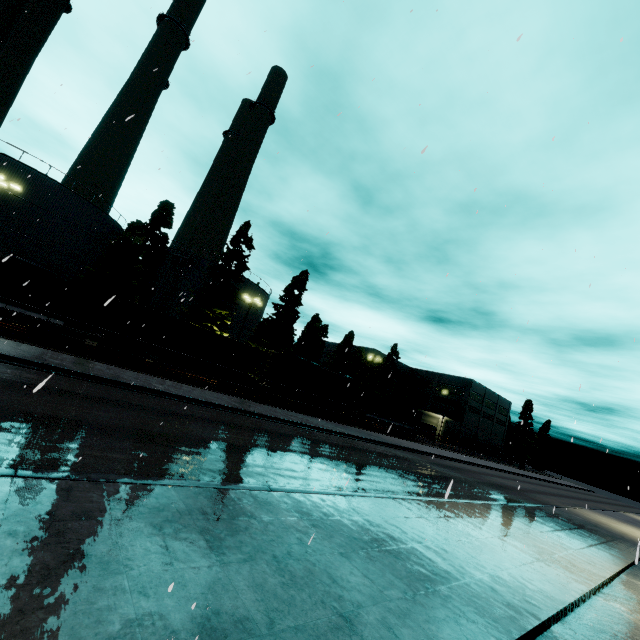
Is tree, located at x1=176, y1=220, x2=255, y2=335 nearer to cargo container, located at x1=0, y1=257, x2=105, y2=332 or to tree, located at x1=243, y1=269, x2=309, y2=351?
tree, located at x1=243, y1=269, x2=309, y2=351

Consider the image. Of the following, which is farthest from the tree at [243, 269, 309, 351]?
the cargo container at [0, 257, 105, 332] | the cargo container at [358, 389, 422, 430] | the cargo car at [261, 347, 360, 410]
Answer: the cargo container at [0, 257, 105, 332]

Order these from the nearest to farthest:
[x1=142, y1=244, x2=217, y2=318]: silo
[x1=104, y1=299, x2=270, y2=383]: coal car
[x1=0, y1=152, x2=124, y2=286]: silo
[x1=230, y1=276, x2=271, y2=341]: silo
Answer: [x1=104, y1=299, x2=270, y2=383]: coal car, [x1=0, y1=152, x2=124, y2=286]: silo, [x1=142, y1=244, x2=217, y2=318]: silo, [x1=230, y1=276, x2=271, y2=341]: silo

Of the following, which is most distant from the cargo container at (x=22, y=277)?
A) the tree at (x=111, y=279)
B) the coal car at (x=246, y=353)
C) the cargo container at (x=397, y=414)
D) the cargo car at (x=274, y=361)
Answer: the cargo container at (x=397, y=414)

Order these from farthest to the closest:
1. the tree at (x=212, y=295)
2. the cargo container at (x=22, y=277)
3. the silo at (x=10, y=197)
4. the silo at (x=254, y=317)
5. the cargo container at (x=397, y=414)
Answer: the silo at (x=254, y=317), the cargo container at (x=397, y=414), the tree at (x=212, y=295), the silo at (x=10, y=197), the cargo container at (x=22, y=277)

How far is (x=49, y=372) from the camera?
13.90m

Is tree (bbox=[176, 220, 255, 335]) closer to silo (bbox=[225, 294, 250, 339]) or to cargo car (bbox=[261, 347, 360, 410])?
silo (bbox=[225, 294, 250, 339])

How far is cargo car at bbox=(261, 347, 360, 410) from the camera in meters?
30.4 m
